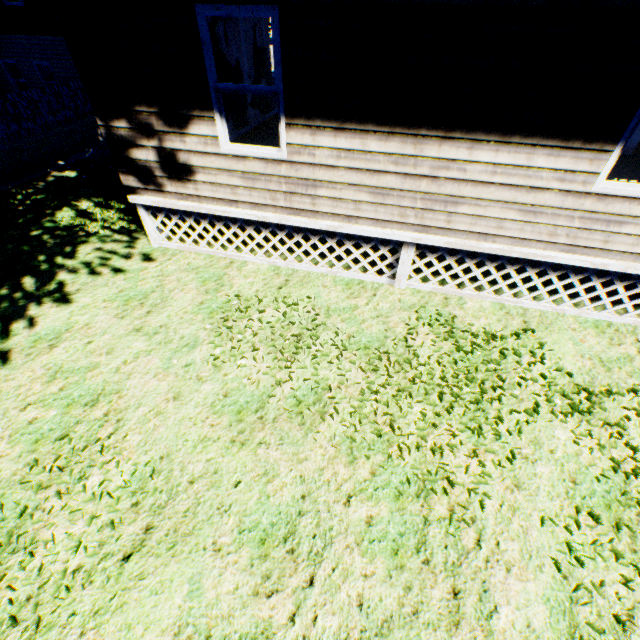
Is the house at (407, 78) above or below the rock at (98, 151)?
above

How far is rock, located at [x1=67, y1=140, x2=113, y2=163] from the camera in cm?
995

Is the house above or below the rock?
above

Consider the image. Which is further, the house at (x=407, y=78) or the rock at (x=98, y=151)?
the rock at (x=98, y=151)

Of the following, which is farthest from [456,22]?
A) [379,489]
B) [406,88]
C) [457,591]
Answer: [457,591]

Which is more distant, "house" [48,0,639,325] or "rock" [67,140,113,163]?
"rock" [67,140,113,163]
